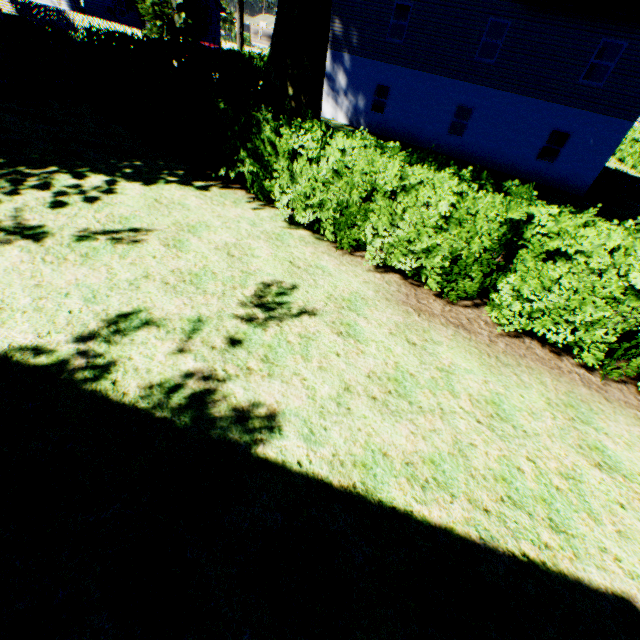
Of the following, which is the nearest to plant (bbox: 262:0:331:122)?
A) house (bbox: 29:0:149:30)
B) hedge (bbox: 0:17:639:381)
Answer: house (bbox: 29:0:149:30)

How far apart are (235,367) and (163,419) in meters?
1.1 m

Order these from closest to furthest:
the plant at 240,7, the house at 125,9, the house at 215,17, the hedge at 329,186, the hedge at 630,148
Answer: the hedge at 329,186 < the plant at 240,7 < the hedge at 630,148 < the house at 125,9 < the house at 215,17

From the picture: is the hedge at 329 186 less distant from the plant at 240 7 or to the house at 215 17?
the plant at 240 7

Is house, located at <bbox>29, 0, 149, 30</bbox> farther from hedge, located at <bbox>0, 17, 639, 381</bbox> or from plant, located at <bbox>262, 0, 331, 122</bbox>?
hedge, located at <bbox>0, 17, 639, 381</bbox>

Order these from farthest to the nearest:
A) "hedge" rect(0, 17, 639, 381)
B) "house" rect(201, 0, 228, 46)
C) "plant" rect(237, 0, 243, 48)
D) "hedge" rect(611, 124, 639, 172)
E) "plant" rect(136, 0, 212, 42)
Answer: "house" rect(201, 0, 228, 46), "plant" rect(136, 0, 212, 42), "hedge" rect(611, 124, 639, 172), "plant" rect(237, 0, 243, 48), "hedge" rect(0, 17, 639, 381)
